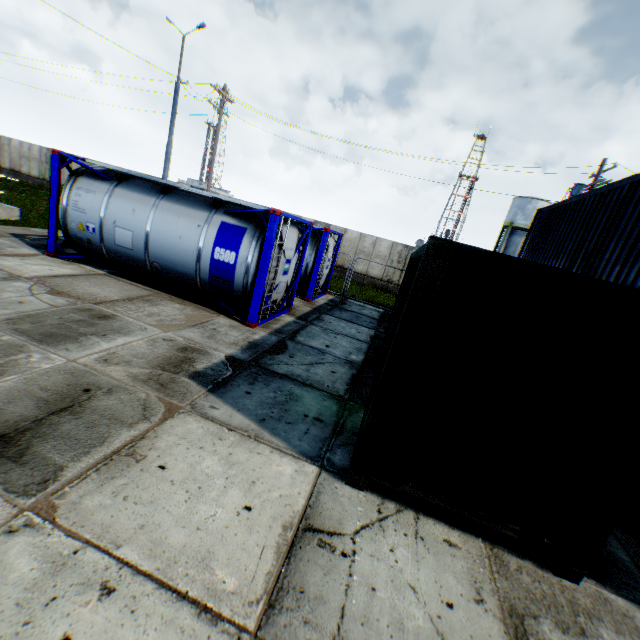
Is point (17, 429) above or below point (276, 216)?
below

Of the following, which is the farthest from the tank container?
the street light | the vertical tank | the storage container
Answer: the vertical tank

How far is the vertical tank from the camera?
35.2m

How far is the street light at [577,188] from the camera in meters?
15.0 m

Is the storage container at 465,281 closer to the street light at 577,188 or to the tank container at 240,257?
the tank container at 240,257

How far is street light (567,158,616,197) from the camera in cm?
1502

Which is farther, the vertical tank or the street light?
the vertical tank

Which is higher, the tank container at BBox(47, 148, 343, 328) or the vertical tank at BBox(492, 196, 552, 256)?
the vertical tank at BBox(492, 196, 552, 256)
